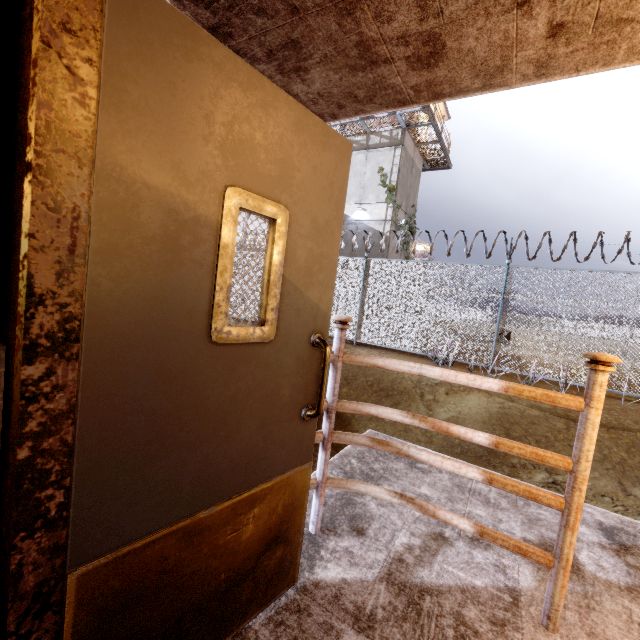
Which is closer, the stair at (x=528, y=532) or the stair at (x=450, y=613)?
the stair at (x=450, y=613)

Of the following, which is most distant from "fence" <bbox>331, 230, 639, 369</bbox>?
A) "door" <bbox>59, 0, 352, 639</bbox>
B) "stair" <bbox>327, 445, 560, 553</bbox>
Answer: "door" <bbox>59, 0, 352, 639</bbox>

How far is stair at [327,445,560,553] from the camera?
2.3 meters

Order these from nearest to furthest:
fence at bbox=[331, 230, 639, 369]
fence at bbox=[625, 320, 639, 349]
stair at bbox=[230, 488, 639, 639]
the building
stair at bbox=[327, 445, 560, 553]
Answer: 1. stair at bbox=[230, 488, 639, 639]
2. stair at bbox=[327, 445, 560, 553]
3. fence at bbox=[625, 320, 639, 349]
4. fence at bbox=[331, 230, 639, 369]
5. the building

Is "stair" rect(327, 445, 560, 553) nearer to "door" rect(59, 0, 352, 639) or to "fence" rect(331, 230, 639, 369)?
"door" rect(59, 0, 352, 639)

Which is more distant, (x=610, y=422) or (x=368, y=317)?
(x=368, y=317)

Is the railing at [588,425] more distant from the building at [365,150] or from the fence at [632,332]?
the building at [365,150]

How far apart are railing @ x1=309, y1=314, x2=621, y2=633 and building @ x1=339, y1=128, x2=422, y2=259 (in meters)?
16.18
